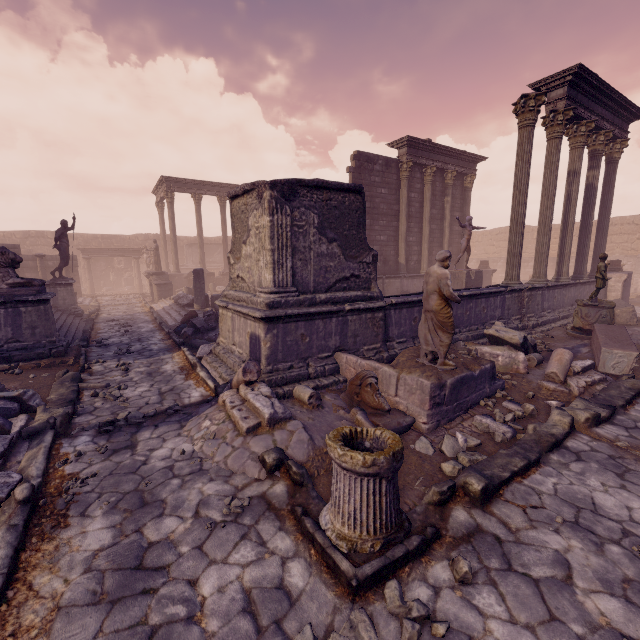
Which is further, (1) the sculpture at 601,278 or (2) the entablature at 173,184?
(2) the entablature at 173,184

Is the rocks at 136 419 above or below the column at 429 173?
below

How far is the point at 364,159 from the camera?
14.61m

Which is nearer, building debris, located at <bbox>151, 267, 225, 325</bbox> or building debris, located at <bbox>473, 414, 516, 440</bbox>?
building debris, located at <bbox>473, 414, 516, 440</bbox>

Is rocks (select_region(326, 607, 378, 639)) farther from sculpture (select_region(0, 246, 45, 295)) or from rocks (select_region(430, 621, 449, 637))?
sculpture (select_region(0, 246, 45, 295))

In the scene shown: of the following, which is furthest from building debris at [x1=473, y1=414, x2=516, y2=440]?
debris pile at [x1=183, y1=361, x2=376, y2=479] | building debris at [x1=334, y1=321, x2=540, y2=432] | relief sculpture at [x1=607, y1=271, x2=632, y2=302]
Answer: relief sculpture at [x1=607, y1=271, x2=632, y2=302]

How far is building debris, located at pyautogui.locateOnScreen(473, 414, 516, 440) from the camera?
4.6 meters

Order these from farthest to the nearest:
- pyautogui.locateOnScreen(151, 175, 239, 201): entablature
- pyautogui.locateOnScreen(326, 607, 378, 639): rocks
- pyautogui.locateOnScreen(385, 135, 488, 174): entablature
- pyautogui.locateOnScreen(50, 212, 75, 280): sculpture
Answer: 1. pyautogui.locateOnScreen(151, 175, 239, 201): entablature
2. pyautogui.locateOnScreen(385, 135, 488, 174): entablature
3. pyautogui.locateOnScreen(50, 212, 75, 280): sculpture
4. pyautogui.locateOnScreen(326, 607, 378, 639): rocks
